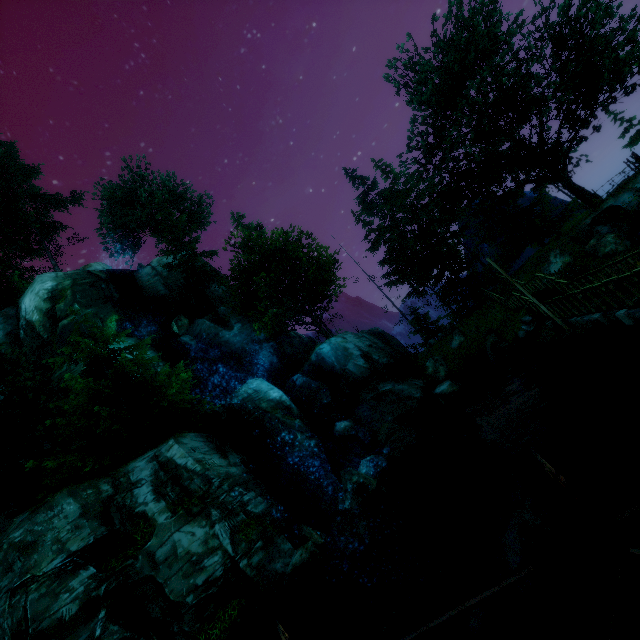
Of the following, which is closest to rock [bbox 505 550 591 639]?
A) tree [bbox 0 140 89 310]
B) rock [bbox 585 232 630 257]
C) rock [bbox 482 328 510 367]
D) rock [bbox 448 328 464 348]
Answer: rock [bbox 482 328 510 367]

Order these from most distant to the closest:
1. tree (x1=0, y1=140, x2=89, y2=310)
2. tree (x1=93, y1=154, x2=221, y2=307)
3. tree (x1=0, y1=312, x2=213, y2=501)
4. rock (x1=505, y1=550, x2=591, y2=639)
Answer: tree (x1=93, y1=154, x2=221, y2=307) < tree (x1=0, y1=140, x2=89, y2=310) < tree (x1=0, y1=312, x2=213, y2=501) < rock (x1=505, y1=550, x2=591, y2=639)

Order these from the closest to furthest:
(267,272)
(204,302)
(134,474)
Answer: Answer:
1. (134,474)
2. (204,302)
3. (267,272)

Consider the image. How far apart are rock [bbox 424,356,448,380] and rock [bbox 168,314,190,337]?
21.0 meters

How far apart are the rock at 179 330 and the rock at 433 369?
21.0m

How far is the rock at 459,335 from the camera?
27.3m

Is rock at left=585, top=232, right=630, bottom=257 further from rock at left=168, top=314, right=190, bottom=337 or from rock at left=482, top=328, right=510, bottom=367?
rock at left=168, top=314, right=190, bottom=337

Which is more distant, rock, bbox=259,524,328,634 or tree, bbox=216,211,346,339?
tree, bbox=216,211,346,339
